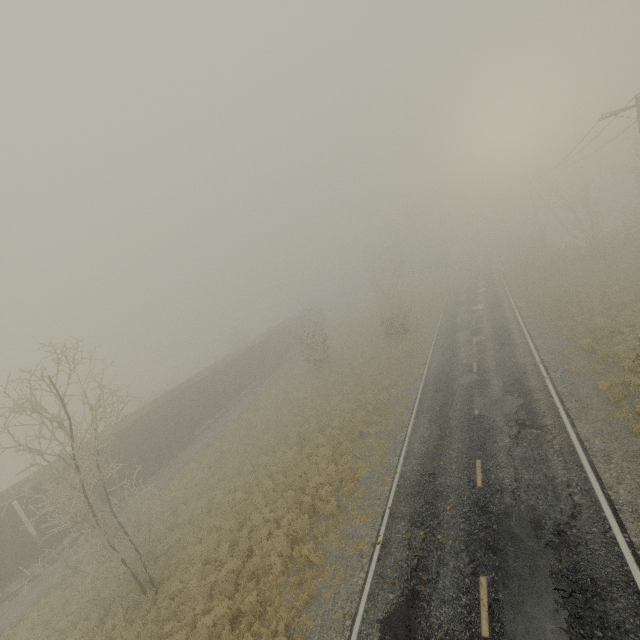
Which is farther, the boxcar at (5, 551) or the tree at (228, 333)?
the tree at (228, 333)

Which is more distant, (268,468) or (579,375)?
(268,468)

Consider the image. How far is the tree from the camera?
54.4 meters

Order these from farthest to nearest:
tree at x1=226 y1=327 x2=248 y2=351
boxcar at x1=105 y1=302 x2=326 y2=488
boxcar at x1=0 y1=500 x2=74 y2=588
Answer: tree at x1=226 y1=327 x2=248 y2=351
boxcar at x1=105 y1=302 x2=326 y2=488
boxcar at x1=0 y1=500 x2=74 y2=588

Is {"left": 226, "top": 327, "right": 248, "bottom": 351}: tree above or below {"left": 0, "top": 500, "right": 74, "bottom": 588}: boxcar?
above

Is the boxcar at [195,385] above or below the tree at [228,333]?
below

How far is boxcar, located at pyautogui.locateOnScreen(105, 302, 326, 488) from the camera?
23.9m
